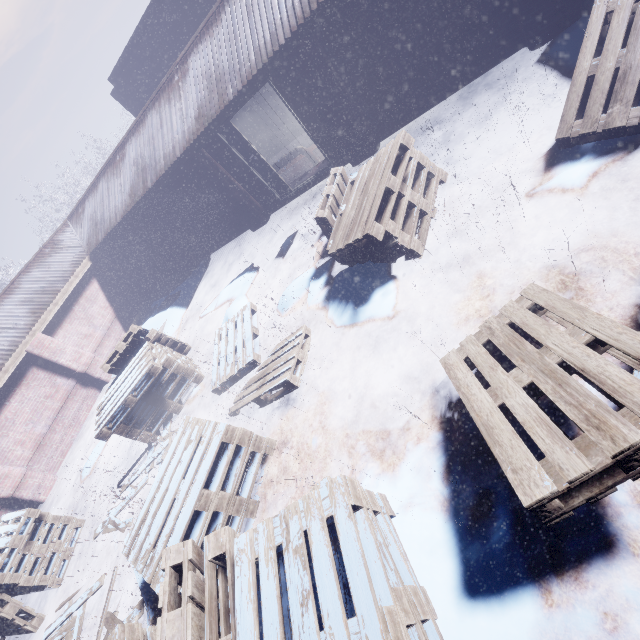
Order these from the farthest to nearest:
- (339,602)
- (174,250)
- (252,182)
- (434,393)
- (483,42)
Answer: (174,250) → (252,182) → (483,42) → (434,393) → (339,602)

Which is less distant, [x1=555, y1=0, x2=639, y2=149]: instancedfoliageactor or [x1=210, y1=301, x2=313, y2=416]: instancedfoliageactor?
[x1=555, y1=0, x2=639, y2=149]: instancedfoliageactor

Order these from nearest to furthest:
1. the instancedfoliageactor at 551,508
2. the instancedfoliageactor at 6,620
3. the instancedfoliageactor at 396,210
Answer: the instancedfoliageactor at 551,508 < the instancedfoliageactor at 396,210 < the instancedfoliageactor at 6,620

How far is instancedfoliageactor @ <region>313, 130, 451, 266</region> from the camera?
3.81m

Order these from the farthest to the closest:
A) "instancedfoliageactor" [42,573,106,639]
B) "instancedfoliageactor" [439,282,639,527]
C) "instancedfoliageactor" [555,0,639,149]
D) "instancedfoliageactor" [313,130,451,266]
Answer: "instancedfoliageactor" [42,573,106,639]
"instancedfoliageactor" [313,130,451,266]
"instancedfoliageactor" [555,0,639,149]
"instancedfoliageactor" [439,282,639,527]

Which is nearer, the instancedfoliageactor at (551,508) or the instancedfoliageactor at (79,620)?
the instancedfoliageactor at (551,508)
